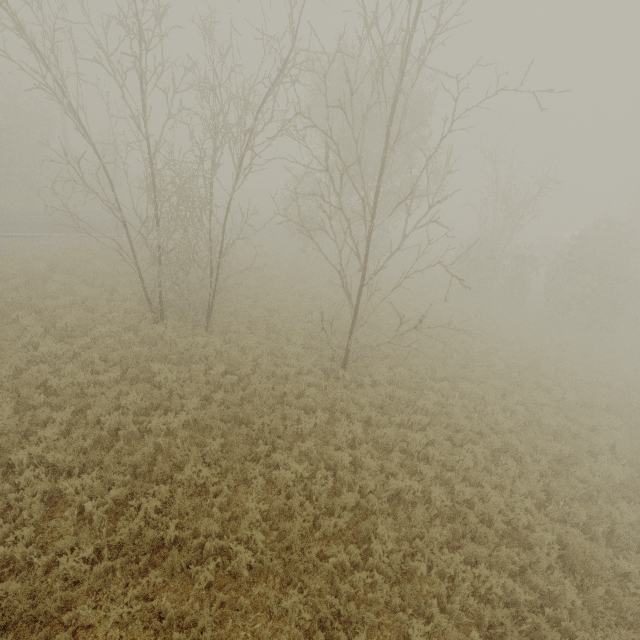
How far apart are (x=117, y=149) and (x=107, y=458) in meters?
10.1
